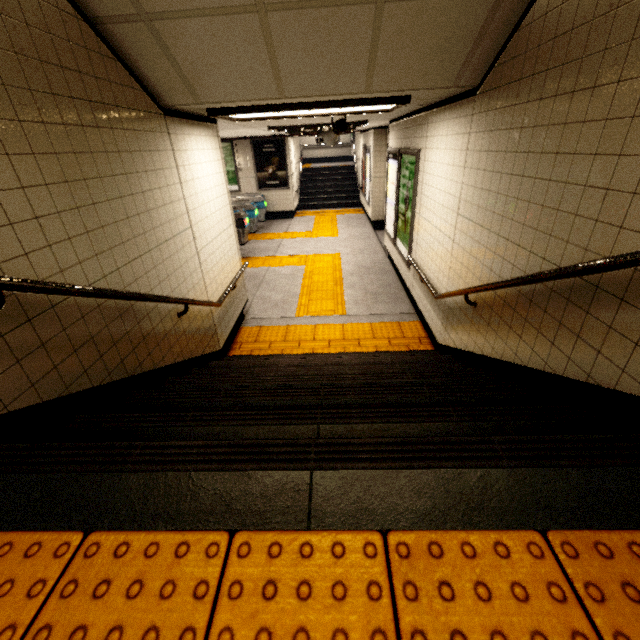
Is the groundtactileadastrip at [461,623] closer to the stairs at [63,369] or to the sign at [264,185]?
the stairs at [63,369]

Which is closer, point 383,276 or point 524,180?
point 524,180

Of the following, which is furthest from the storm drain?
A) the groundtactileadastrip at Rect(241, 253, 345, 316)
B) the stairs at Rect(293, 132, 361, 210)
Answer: the groundtactileadastrip at Rect(241, 253, 345, 316)

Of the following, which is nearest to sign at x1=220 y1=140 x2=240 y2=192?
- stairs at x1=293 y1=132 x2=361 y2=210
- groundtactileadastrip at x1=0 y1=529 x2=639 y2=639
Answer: stairs at x1=293 y1=132 x2=361 y2=210

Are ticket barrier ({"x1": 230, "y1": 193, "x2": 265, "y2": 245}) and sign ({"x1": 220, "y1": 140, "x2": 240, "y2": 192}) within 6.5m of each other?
yes

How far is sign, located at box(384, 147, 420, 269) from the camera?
4.9 meters

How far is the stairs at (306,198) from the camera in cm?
1470

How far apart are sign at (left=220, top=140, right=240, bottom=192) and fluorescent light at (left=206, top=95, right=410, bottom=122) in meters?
9.0 m
